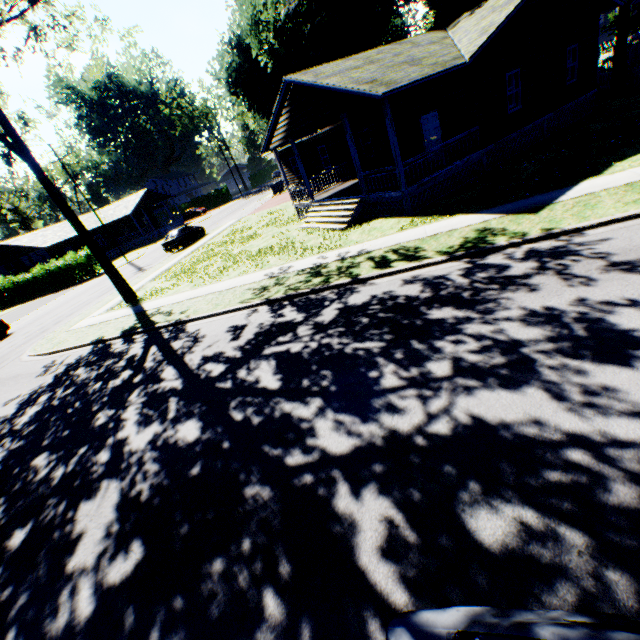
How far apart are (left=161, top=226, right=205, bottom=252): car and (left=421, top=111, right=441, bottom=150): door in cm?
2092

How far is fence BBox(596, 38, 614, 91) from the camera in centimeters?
2228cm

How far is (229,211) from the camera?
45.0m

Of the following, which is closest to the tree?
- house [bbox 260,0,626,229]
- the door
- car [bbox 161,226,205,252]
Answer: house [bbox 260,0,626,229]

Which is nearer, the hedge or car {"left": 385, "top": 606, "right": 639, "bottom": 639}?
car {"left": 385, "top": 606, "right": 639, "bottom": 639}

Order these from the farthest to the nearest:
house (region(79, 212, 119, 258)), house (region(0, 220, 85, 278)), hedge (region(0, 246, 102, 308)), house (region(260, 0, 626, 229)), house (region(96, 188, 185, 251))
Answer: house (region(96, 188, 185, 251)) → house (region(79, 212, 119, 258)) → house (region(0, 220, 85, 278)) → hedge (region(0, 246, 102, 308)) → house (region(260, 0, 626, 229))

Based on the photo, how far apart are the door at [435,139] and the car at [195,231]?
20.92m

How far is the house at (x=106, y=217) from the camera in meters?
46.4
